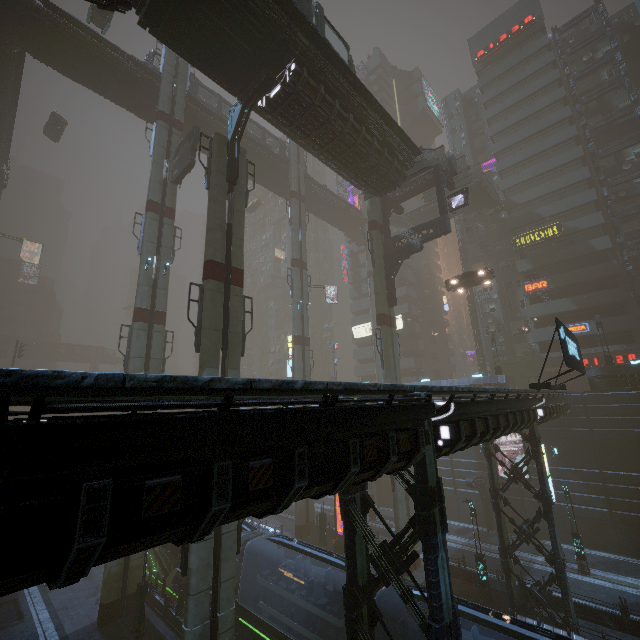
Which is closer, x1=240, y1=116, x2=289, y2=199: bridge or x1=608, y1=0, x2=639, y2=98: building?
x1=240, y1=116, x2=289, y2=199: bridge

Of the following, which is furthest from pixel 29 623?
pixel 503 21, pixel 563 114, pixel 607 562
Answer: pixel 503 21

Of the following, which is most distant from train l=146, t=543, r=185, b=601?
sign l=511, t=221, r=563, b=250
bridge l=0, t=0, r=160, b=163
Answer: sign l=511, t=221, r=563, b=250

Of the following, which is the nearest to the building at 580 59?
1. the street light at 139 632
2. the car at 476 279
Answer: the street light at 139 632

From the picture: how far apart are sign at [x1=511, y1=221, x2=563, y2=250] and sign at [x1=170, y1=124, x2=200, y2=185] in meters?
38.0 m

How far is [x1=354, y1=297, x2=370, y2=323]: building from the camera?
58.2 meters

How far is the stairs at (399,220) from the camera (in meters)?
48.44

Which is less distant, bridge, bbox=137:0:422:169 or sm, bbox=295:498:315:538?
bridge, bbox=137:0:422:169
